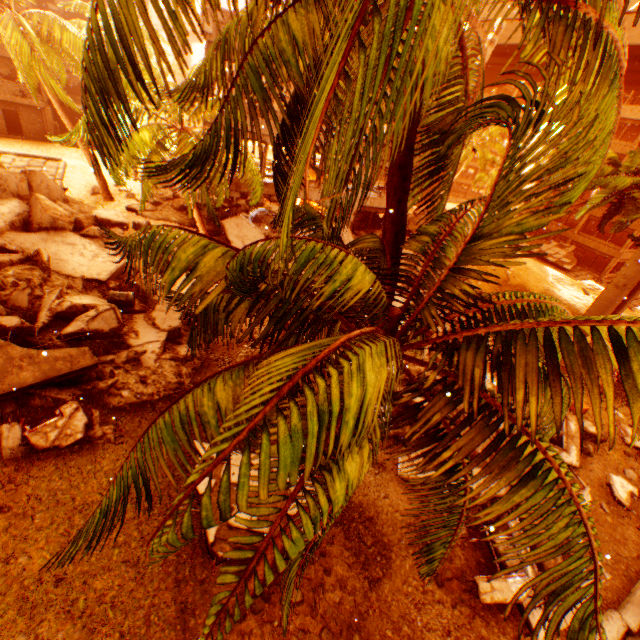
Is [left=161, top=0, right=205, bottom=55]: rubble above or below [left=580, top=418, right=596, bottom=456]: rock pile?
above

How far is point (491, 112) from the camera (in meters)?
2.21

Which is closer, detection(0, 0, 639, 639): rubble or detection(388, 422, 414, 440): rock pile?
detection(0, 0, 639, 639): rubble

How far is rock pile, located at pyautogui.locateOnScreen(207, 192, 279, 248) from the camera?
17.03m

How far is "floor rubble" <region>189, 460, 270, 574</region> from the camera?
6.8m

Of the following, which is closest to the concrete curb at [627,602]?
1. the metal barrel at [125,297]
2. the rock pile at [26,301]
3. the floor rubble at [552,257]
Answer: the rock pile at [26,301]

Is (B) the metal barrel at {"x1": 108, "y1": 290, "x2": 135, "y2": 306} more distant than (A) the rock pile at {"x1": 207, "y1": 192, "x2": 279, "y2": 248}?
No

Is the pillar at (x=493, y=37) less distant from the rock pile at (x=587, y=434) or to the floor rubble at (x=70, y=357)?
the rock pile at (x=587, y=434)
